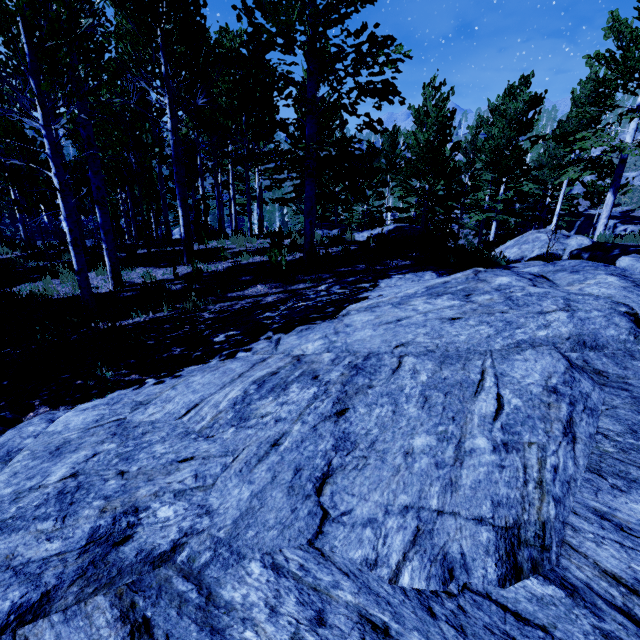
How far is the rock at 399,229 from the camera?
11.1 meters

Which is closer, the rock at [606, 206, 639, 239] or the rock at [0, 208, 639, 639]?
the rock at [0, 208, 639, 639]

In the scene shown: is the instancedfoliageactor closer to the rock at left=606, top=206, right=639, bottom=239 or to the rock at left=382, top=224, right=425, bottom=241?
the rock at left=606, top=206, right=639, bottom=239

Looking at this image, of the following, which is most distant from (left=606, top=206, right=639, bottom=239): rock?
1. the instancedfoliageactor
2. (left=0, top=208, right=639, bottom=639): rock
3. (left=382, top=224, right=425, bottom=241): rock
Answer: (left=0, top=208, right=639, bottom=639): rock

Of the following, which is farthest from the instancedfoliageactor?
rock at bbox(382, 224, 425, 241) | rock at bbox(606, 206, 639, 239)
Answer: rock at bbox(382, 224, 425, 241)

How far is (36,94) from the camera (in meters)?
4.33

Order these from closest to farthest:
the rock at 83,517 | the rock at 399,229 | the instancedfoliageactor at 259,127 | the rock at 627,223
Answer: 1. the rock at 83,517
2. the instancedfoliageactor at 259,127
3. the rock at 399,229
4. the rock at 627,223

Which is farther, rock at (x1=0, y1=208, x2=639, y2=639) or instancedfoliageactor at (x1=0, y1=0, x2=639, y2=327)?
instancedfoliageactor at (x1=0, y1=0, x2=639, y2=327)
